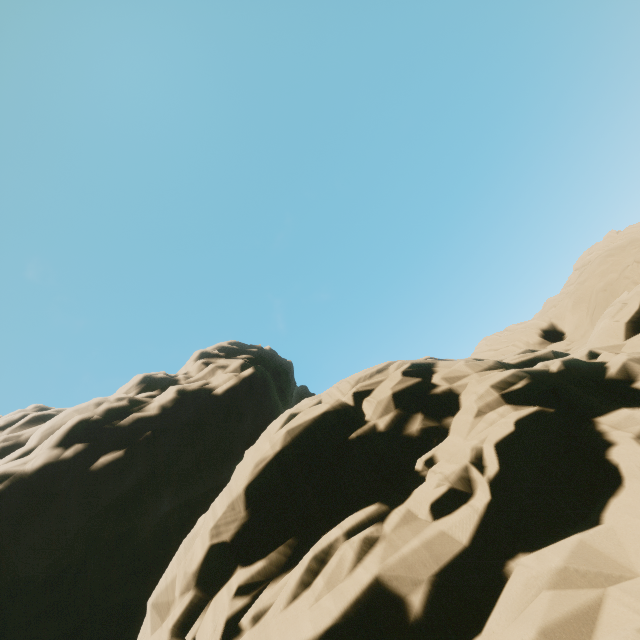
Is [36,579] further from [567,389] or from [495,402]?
[567,389]
